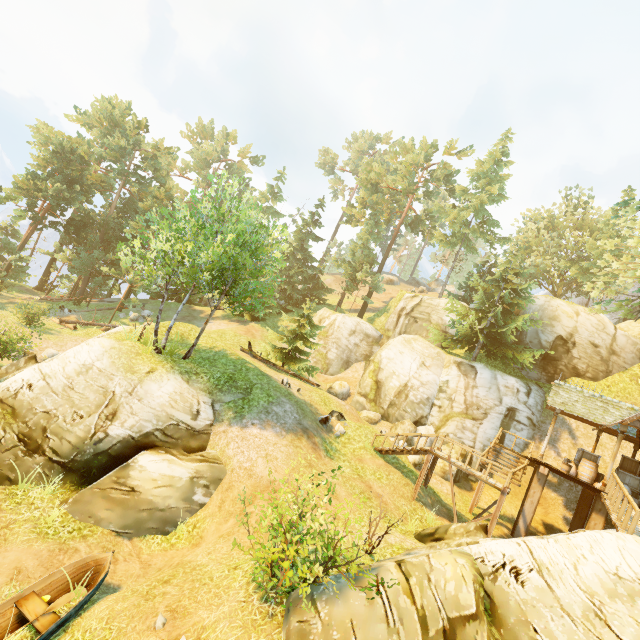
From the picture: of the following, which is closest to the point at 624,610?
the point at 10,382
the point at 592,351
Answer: the point at 10,382

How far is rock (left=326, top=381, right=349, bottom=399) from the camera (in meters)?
27.03

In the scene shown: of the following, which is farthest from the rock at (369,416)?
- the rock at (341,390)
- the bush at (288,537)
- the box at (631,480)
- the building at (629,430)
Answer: the bush at (288,537)

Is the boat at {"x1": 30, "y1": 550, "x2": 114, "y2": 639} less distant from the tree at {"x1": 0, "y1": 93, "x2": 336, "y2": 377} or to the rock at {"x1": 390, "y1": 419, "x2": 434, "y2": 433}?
the tree at {"x1": 0, "y1": 93, "x2": 336, "y2": 377}

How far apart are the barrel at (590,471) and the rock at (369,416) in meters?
11.2

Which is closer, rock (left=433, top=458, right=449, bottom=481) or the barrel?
the barrel

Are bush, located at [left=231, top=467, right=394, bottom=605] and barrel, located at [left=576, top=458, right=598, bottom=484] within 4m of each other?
no

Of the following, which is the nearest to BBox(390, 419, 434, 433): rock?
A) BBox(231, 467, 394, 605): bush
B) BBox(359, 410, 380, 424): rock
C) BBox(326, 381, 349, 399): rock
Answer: BBox(359, 410, 380, 424): rock
